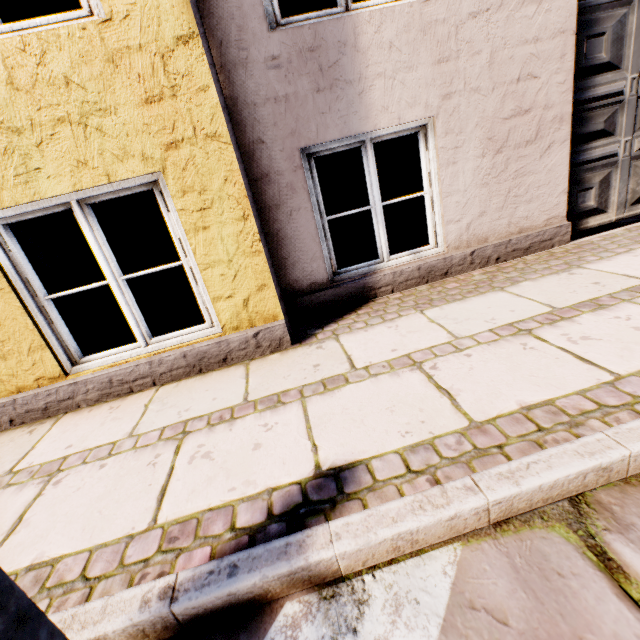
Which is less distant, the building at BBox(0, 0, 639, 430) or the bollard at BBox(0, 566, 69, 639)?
the bollard at BBox(0, 566, 69, 639)

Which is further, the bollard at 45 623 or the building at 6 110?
the building at 6 110

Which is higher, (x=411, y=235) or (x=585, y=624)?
(x=585, y=624)
